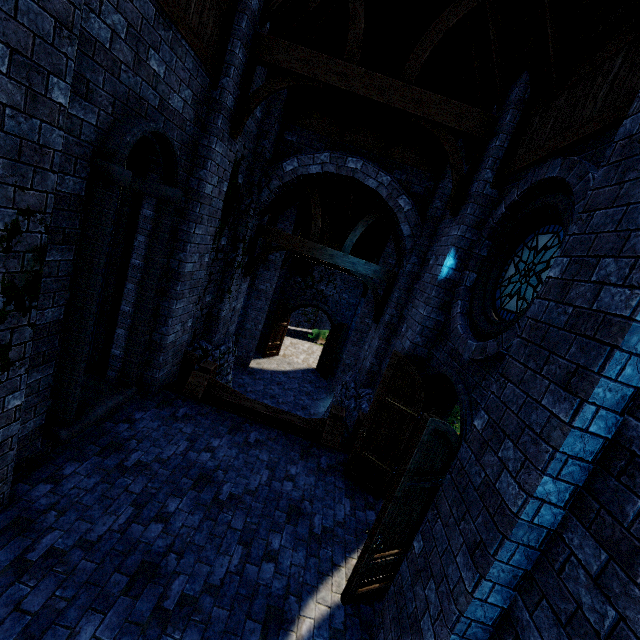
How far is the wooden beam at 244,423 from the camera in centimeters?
659cm

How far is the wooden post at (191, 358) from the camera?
7.5 meters

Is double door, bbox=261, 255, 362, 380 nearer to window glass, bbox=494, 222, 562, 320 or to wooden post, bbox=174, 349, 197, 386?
wooden post, bbox=174, 349, 197, 386

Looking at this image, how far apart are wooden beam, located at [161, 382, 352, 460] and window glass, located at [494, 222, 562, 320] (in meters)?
4.16

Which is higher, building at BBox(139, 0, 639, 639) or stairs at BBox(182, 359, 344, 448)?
building at BBox(139, 0, 639, 639)

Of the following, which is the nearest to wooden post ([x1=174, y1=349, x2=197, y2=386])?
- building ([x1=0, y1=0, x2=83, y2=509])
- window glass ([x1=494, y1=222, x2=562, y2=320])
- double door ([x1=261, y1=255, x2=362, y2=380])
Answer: building ([x1=0, y1=0, x2=83, y2=509])

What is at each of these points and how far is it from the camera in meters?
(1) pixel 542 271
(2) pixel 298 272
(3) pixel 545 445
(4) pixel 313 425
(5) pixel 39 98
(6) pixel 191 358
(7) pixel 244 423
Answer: (1) window glass, 3.9 m
(2) double door, 18.3 m
(3) building, 2.2 m
(4) stairs, 7.1 m
(5) building, 2.6 m
(6) wooden post, 7.5 m
(7) wooden beam, 6.7 m

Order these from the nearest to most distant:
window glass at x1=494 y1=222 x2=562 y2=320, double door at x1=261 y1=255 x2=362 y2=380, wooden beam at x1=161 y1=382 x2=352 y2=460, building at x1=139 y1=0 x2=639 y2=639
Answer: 1. building at x1=139 y1=0 x2=639 y2=639
2. window glass at x1=494 y1=222 x2=562 y2=320
3. wooden beam at x1=161 y1=382 x2=352 y2=460
4. double door at x1=261 y1=255 x2=362 y2=380
